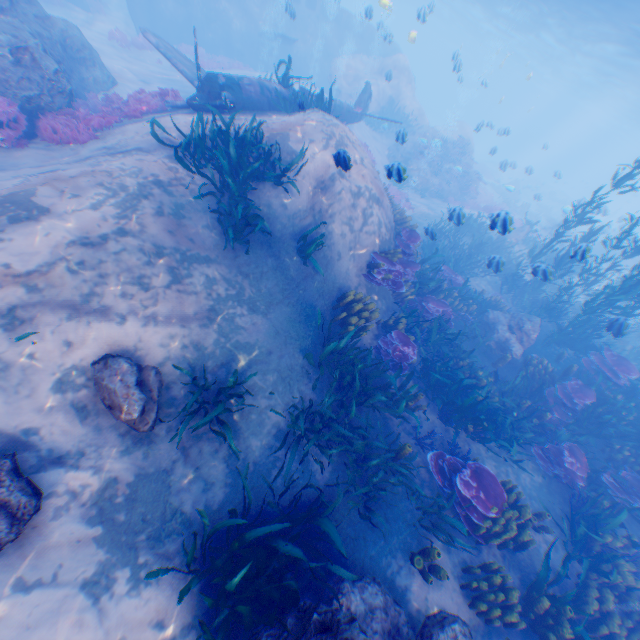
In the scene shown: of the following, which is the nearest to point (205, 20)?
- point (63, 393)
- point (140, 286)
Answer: point (140, 286)

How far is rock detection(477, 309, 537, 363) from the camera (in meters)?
11.02

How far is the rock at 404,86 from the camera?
21.80m

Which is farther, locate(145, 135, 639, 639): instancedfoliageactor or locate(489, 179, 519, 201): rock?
locate(489, 179, 519, 201): rock

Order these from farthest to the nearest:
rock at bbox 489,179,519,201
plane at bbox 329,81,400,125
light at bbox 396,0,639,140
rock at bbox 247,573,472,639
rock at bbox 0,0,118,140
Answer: light at bbox 396,0,639,140, rock at bbox 489,179,519,201, plane at bbox 329,81,400,125, rock at bbox 0,0,118,140, rock at bbox 247,573,472,639

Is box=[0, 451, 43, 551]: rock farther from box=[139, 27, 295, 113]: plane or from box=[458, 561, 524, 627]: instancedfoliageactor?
box=[458, 561, 524, 627]: instancedfoliageactor

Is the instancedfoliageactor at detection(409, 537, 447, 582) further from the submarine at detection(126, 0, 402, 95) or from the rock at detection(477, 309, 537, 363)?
the submarine at detection(126, 0, 402, 95)

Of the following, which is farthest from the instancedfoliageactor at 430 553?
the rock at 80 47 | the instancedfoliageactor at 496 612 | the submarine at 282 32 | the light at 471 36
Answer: the light at 471 36
